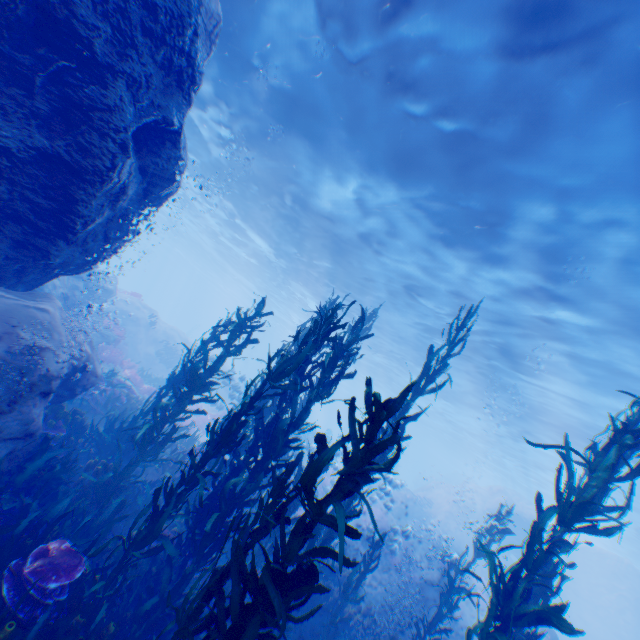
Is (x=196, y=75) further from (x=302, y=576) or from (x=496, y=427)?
(x=496, y=427)

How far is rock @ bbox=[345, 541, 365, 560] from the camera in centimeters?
1871cm

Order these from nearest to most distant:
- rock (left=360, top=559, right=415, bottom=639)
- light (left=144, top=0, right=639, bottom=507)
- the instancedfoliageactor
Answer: the instancedfoliageactor → light (left=144, top=0, right=639, bottom=507) → rock (left=360, top=559, right=415, bottom=639)

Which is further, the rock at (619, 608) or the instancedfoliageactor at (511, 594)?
the rock at (619, 608)

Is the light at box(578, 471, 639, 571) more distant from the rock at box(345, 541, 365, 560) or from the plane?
the plane

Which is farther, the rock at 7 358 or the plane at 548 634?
the plane at 548 634
